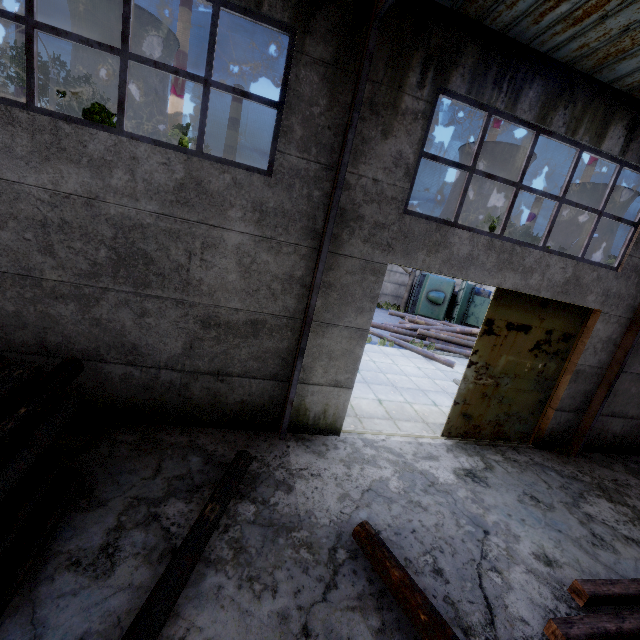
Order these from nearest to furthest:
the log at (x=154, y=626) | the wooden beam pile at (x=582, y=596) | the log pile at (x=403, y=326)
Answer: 1. the log at (x=154, y=626)
2. the wooden beam pile at (x=582, y=596)
3. the log pile at (x=403, y=326)

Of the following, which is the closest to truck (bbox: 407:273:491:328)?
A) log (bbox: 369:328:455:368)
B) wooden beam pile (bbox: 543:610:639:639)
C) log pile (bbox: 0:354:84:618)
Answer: log (bbox: 369:328:455:368)

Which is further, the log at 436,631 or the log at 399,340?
the log at 399,340

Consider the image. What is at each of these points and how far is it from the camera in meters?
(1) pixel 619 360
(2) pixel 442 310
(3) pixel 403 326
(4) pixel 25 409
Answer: (1) roof support, 7.9 m
(2) truck, 20.7 m
(3) log pile, 17.5 m
(4) log pile, 3.7 m

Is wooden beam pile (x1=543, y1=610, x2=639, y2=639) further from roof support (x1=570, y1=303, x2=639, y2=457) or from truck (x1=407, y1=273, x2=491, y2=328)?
truck (x1=407, y1=273, x2=491, y2=328)

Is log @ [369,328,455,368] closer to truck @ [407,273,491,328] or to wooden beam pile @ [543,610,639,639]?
truck @ [407,273,491,328]

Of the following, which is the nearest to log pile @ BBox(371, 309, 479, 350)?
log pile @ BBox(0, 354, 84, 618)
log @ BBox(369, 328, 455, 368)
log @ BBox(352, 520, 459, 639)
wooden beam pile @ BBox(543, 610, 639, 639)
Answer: log @ BBox(369, 328, 455, 368)

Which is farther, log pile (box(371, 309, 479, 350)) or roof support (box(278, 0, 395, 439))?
log pile (box(371, 309, 479, 350))
